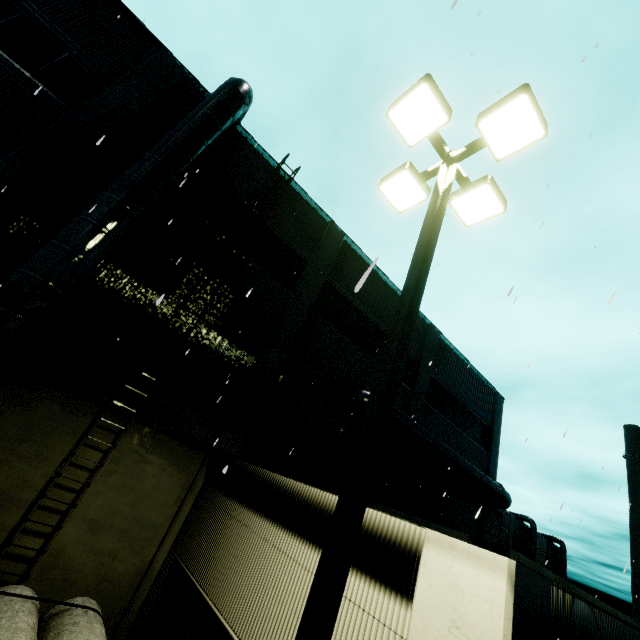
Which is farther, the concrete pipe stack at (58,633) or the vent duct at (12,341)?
the vent duct at (12,341)

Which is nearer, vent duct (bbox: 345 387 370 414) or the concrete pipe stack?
the concrete pipe stack

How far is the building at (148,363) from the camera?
8.7m

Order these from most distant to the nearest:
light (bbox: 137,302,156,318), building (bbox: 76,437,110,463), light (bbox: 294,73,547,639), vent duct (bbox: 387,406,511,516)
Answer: vent duct (bbox: 387,406,511,516)
light (bbox: 137,302,156,318)
building (bbox: 76,437,110,463)
light (bbox: 294,73,547,639)

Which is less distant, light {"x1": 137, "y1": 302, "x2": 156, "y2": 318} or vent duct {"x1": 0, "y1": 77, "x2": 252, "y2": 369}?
vent duct {"x1": 0, "y1": 77, "x2": 252, "y2": 369}

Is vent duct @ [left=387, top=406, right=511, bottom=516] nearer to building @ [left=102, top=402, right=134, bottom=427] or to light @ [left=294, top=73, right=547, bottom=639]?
building @ [left=102, top=402, right=134, bottom=427]

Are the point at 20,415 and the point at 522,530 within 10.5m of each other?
no

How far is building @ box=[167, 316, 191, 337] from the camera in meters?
9.3 m
